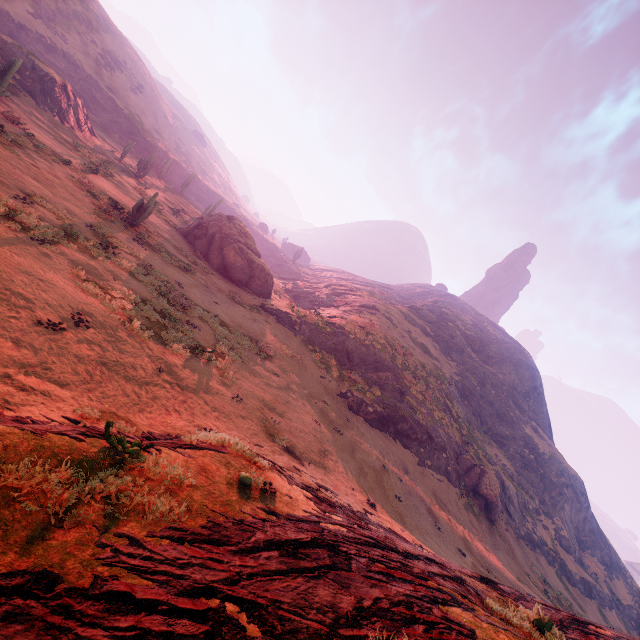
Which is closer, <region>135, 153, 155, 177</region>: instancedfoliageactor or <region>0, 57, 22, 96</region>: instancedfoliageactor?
<region>0, 57, 22, 96</region>: instancedfoliageactor

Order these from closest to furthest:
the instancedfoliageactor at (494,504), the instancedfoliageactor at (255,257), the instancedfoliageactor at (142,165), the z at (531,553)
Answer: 1. the z at (531,553)
2. the instancedfoliageactor at (494,504)
3. the instancedfoliageactor at (255,257)
4. the instancedfoliageactor at (142,165)

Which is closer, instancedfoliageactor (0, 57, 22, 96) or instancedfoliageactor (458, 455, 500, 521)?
instancedfoliageactor (0, 57, 22, 96)

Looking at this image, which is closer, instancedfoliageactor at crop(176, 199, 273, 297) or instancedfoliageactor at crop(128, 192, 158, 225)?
instancedfoliageactor at crop(128, 192, 158, 225)

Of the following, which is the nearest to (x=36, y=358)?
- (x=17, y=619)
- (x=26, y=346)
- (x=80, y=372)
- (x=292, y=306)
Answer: (x=26, y=346)

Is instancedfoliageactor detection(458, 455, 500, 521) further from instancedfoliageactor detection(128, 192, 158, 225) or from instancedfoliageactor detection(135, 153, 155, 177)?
instancedfoliageactor detection(135, 153, 155, 177)

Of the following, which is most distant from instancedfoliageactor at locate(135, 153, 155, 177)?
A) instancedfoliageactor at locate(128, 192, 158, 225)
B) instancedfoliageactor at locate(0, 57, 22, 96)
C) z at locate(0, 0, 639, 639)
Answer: instancedfoliageactor at locate(0, 57, 22, 96)

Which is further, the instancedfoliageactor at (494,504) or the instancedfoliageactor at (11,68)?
the instancedfoliageactor at (494,504)
